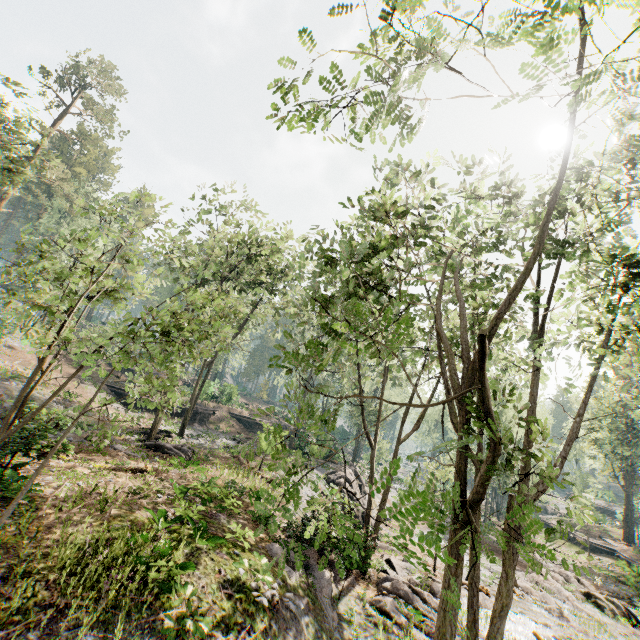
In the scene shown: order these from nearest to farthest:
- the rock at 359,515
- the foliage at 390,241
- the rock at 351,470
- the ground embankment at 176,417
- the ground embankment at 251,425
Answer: the foliage at 390,241
the rock at 359,515
the ground embankment at 251,425
the rock at 351,470
the ground embankment at 176,417

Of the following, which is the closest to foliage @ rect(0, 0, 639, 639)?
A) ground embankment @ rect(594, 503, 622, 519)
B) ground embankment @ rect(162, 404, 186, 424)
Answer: ground embankment @ rect(594, 503, 622, 519)

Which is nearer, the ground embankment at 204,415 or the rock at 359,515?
the rock at 359,515

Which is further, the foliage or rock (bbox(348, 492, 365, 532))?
rock (bbox(348, 492, 365, 532))

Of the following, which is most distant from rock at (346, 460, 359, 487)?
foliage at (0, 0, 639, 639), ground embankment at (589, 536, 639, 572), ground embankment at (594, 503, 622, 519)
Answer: ground embankment at (594, 503, 622, 519)

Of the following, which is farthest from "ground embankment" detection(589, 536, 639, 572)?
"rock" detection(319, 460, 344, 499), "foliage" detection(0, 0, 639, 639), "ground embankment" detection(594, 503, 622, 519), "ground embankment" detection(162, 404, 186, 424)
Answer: "ground embankment" detection(162, 404, 186, 424)

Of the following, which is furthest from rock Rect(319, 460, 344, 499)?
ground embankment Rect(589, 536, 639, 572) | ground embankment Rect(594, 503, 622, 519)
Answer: ground embankment Rect(594, 503, 622, 519)

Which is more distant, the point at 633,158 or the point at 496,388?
the point at 496,388
